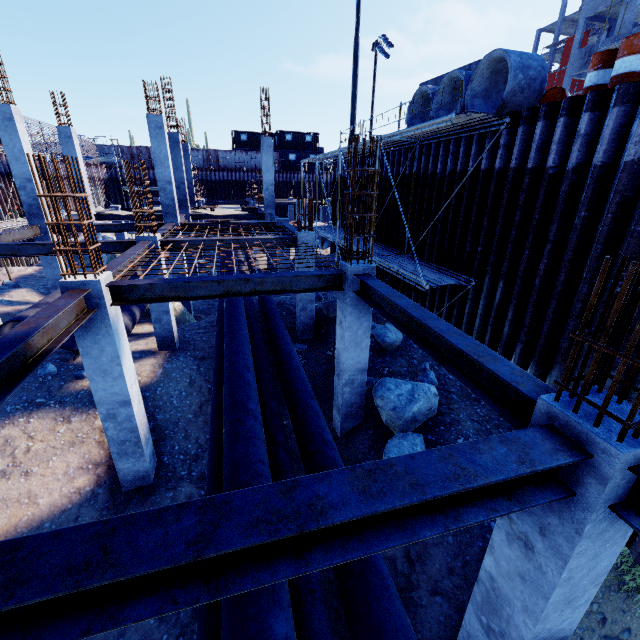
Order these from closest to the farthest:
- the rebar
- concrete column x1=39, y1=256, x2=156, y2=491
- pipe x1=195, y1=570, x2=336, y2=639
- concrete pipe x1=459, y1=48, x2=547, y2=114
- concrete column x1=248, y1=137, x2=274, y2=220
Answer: the rebar, pipe x1=195, y1=570, x2=336, y2=639, concrete column x1=39, y1=256, x2=156, y2=491, concrete pipe x1=459, y1=48, x2=547, y2=114, concrete column x1=248, y1=137, x2=274, y2=220

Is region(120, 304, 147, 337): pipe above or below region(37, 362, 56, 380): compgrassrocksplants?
below

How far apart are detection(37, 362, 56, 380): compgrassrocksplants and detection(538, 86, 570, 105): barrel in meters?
14.8

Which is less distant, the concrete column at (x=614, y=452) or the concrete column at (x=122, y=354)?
the concrete column at (x=614, y=452)

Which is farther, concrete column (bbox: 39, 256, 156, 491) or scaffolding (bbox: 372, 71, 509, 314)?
scaffolding (bbox: 372, 71, 509, 314)

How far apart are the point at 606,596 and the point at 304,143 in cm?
5083

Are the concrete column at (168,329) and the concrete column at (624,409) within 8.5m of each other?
no

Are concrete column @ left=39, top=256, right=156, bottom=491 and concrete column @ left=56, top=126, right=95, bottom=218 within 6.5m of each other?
no
